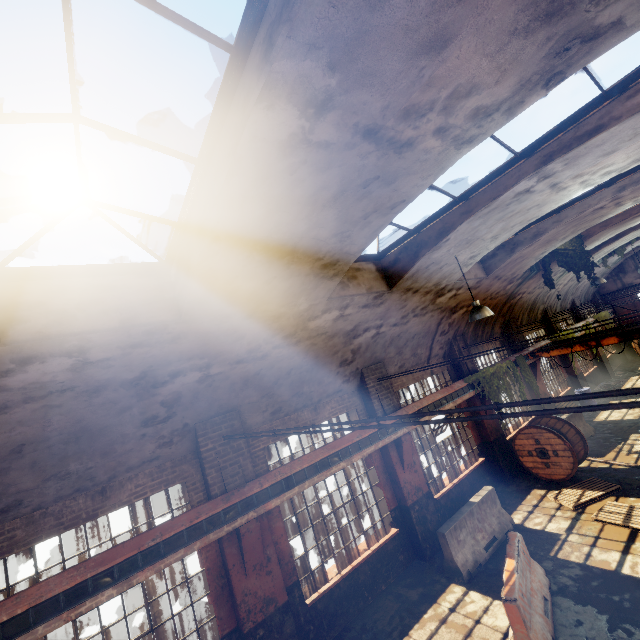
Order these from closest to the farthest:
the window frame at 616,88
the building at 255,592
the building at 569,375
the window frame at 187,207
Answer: the window frame at 187,207, the window frame at 616,88, the building at 255,592, the building at 569,375

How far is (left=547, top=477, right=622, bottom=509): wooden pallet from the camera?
9.2m

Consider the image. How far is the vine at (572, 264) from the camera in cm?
1255

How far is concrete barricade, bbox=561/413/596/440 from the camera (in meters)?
13.25

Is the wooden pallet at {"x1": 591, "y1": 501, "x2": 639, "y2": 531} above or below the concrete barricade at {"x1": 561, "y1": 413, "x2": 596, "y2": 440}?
below

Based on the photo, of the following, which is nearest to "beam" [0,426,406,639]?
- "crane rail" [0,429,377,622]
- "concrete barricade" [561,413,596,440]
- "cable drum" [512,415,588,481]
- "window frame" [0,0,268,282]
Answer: "crane rail" [0,429,377,622]

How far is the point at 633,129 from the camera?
4.7 meters

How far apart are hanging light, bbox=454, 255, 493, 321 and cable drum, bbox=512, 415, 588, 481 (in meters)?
Result: 5.97
